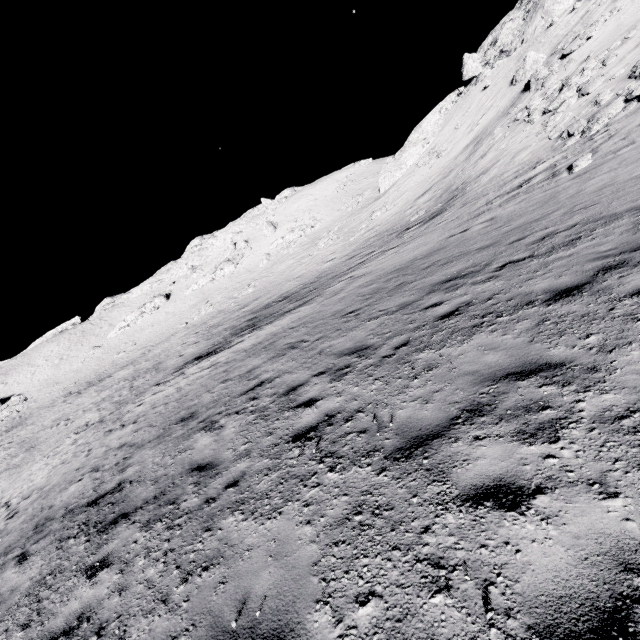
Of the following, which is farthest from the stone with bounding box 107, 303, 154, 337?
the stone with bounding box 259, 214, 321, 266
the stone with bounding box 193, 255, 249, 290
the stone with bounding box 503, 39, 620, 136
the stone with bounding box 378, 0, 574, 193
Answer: the stone with bounding box 503, 39, 620, 136

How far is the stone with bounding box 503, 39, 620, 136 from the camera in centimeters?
1988cm

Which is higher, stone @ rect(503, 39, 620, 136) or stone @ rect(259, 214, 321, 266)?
stone @ rect(259, 214, 321, 266)

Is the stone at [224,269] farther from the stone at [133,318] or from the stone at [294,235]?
the stone at [294,235]

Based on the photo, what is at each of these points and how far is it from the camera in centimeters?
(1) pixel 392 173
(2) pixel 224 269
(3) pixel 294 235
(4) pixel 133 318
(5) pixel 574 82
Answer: (1) stone, 4634cm
(2) stone, 5825cm
(3) stone, 5375cm
(4) stone, 5916cm
(5) stone, 2117cm

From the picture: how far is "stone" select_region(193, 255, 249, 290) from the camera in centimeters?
5816cm

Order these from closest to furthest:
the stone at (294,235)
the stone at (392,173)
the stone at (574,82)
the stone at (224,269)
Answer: the stone at (574,82) < the stone at (392,173) < the stone at (294,235) < the stone at (224,269)

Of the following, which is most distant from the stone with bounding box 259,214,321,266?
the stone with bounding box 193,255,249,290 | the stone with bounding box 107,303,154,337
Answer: the stone with bounding box 107,303,154,337
